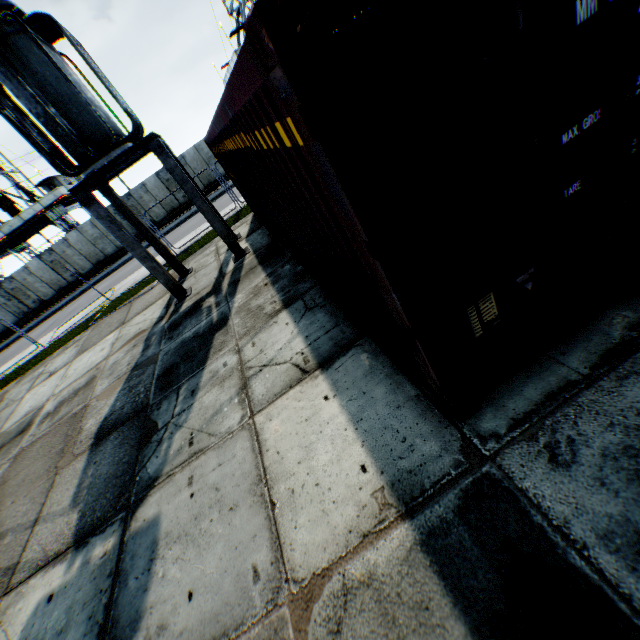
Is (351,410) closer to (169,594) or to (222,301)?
(169,594)

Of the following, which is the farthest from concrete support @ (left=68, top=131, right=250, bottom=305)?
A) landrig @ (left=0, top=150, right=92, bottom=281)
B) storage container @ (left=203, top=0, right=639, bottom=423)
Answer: landrig @ (left=0, top=150, right=92, bottom=281)

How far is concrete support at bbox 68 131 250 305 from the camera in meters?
7.8

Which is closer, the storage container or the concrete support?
the storage container

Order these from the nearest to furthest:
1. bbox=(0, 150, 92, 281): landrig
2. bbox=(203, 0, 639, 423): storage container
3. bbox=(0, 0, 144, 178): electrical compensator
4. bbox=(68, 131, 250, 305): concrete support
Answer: bbox=(203, 0, 639, 423): storage container < bbox=(0, 0, 144, 178): electrical compensator < bbox=(68, 131, 250, 305): concrete support < bbox=(0, 150, 92, 281): landrig

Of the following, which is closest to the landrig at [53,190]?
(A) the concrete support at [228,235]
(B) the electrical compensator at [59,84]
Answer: (A) the concrete support at [228,235]

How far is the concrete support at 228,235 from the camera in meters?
7.8

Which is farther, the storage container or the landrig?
the landrig
